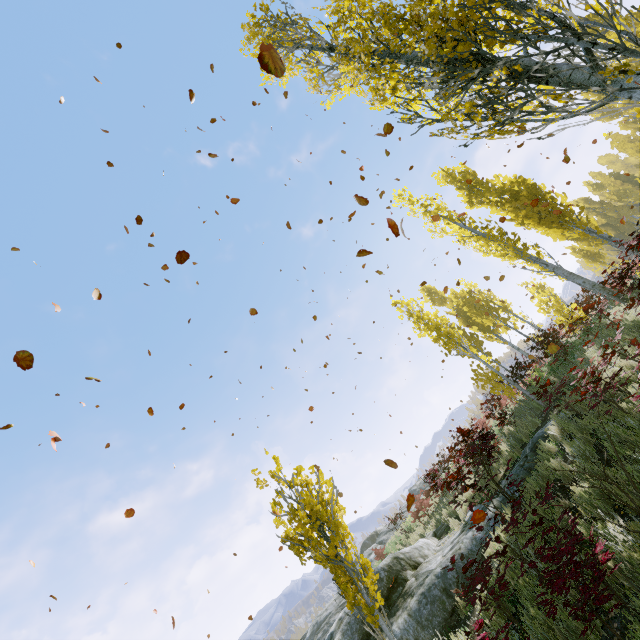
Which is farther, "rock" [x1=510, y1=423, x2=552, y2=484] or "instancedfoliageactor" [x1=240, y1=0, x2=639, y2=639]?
"rock" [x1=510, y1=423, x2=552, y2=484]

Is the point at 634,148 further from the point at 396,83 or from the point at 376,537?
the point at 376,537

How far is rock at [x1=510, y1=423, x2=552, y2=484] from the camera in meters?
7.9 m

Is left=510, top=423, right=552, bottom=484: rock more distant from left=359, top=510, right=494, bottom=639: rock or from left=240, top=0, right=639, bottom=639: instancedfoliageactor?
left=240, top=0, right=639, bottom=639: instancedfoliageactor

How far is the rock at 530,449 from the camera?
7.88m

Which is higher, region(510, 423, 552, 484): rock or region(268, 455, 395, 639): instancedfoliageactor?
region(268, 455, 395, 639): instancedfoliageactor

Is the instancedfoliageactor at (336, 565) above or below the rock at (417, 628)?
above

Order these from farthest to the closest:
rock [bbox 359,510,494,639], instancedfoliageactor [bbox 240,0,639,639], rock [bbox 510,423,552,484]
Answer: rock [bbox 510,423,552,484]
rock [bbox 359,510,494,639]
instancedfoliageactor [bbox 240,0,639,639]
